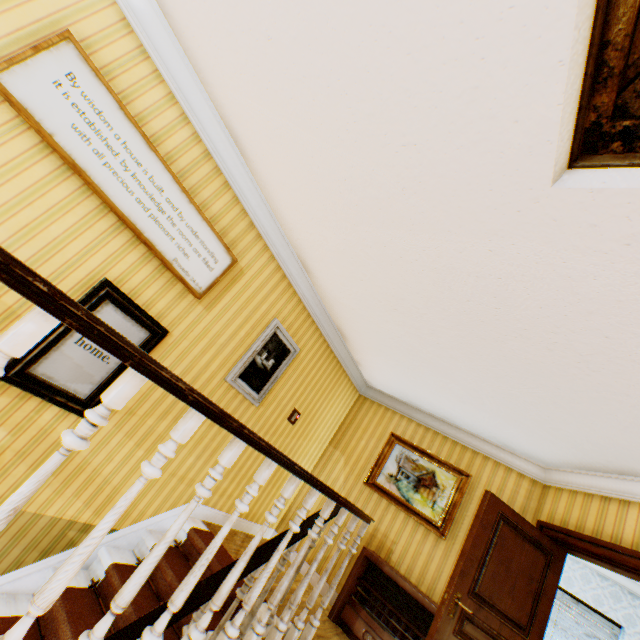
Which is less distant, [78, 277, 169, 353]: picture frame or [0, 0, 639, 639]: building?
[0, 0, 639, 639]: building

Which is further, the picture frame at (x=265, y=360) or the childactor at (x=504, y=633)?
the picture frame at (x=265, y=360)

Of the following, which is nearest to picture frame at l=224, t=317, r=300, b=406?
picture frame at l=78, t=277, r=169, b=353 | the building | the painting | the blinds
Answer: the building

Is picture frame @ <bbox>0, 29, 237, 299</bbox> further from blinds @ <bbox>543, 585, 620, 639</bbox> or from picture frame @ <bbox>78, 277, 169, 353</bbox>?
blinds @ <bbox>543, 585, 620, 639</bbox>

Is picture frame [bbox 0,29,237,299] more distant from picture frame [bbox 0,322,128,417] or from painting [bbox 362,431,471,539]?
painting [bbox 362,431,471,539]

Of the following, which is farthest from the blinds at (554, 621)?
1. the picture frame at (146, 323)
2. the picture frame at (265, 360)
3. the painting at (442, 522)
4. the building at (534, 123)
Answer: the picture frame at (146, 323)

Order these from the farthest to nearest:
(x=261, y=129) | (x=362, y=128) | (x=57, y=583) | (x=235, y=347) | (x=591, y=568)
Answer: (x=591, y=568), (x=235, y=347), (x=261, y=129), (x=362, y=128), (x=57, y=583)

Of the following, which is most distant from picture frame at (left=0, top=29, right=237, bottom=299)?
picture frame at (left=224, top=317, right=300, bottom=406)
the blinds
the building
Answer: the blinds
